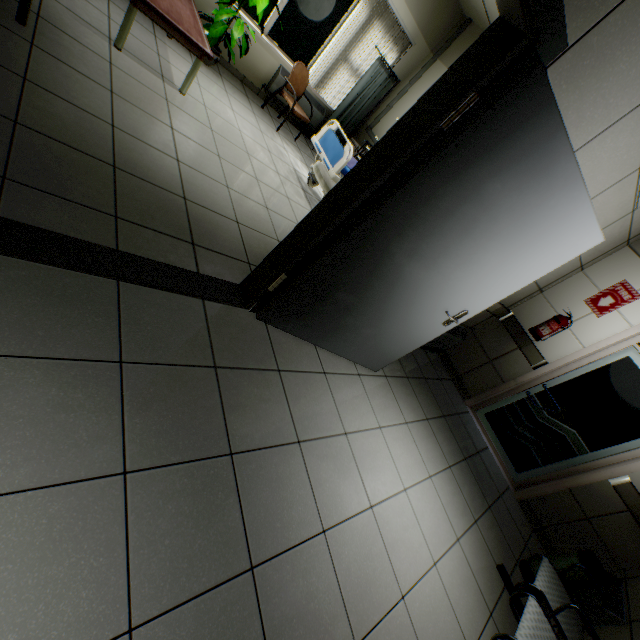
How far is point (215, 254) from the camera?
2.46m

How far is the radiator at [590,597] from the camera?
2.8 meters

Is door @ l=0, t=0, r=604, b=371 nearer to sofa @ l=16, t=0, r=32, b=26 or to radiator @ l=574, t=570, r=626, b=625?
sofa @ l=16, t=0, r=32, b=26

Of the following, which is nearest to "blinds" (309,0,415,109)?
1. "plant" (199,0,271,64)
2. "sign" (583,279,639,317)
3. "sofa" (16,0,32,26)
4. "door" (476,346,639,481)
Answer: "plant" (199,0,271,64)

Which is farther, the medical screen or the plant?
the medical screen

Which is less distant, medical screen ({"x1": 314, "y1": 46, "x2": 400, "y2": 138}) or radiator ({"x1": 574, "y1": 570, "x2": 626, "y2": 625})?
radiator ({"x1": 574, "y1": 570, "x2": 626, "y2": 625})

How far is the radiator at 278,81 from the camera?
5.48m

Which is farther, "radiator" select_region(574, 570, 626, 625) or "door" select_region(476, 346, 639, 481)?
"door" select_region(476, 346, 639, 481)
